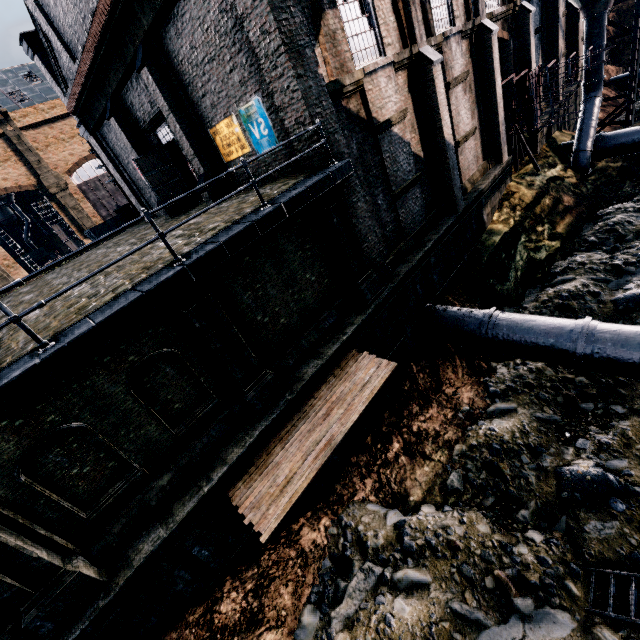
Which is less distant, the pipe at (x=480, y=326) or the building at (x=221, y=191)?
the pipe at (x=480, y=326)

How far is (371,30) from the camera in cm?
1140

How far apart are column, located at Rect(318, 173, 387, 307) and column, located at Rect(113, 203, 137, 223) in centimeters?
2391cm

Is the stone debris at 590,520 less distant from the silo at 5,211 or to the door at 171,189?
the door at 171,189

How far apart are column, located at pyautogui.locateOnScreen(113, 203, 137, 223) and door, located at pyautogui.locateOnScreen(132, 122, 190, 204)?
12.6 meters

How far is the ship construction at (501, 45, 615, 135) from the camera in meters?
16.1 m

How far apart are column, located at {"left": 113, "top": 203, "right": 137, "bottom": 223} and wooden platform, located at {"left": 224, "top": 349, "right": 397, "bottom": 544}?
25.4m
